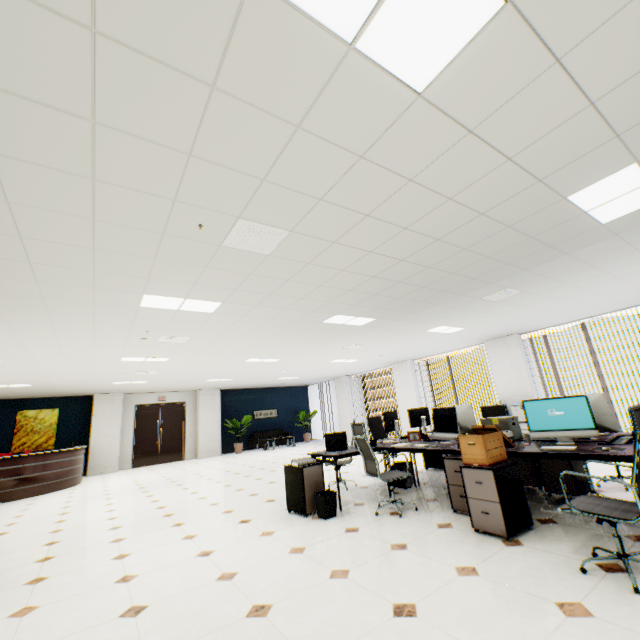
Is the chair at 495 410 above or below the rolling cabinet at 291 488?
above

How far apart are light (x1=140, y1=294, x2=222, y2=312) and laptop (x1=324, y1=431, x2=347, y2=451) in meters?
2.6

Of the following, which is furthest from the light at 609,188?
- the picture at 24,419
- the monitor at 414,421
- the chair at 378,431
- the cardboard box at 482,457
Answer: the picture at 24,419

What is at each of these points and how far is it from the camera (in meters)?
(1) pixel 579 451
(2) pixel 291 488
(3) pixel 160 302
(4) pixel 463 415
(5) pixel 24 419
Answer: (1) table, 3.13
(2) rolling cabinet, 4.73
(3) light, 4.31
(4) monitor, 5.17
(5) picture, 11.66

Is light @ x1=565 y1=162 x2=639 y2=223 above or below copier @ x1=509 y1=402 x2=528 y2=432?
above

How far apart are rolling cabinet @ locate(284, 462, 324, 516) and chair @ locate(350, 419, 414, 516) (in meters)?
0.64

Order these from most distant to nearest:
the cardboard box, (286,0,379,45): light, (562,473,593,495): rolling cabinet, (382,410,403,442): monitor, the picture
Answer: the picture < (382,410,403,442): monitor < (562,473,593,495): rolling cabinet < the cardboard box < (286,0,379,45): light

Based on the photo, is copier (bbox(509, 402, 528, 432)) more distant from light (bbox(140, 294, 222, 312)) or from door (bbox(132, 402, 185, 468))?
door (bbox(132, 402, 185, 468))
